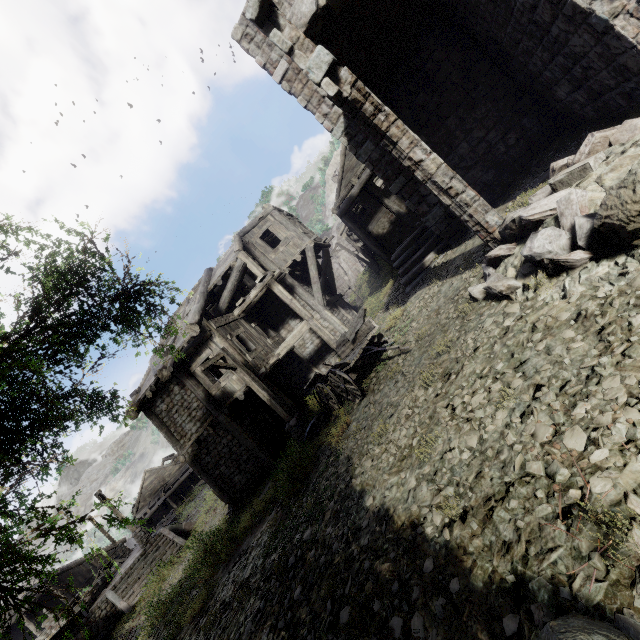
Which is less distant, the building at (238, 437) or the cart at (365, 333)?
the building at (238, 437)

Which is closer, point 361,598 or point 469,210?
point 361,598

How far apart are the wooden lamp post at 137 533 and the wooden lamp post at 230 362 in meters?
16.1 m

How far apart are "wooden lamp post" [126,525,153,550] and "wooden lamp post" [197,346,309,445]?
16.1m

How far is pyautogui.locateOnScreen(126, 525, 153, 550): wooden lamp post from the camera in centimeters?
2042cm

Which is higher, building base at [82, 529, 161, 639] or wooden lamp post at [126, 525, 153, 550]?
wooden lamp post at [126, 525, 153, 550]

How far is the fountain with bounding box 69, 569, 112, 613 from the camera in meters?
19.5 m

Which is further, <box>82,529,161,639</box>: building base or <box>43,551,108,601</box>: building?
<box>43,551,108,601</box>: building
